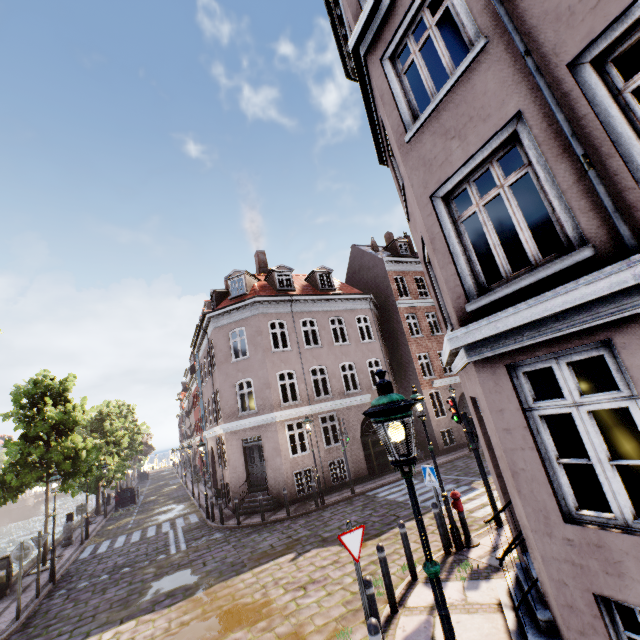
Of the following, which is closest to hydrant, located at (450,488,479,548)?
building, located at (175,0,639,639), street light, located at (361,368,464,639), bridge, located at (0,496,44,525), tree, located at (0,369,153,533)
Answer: street light, located at (361,368,464,639)

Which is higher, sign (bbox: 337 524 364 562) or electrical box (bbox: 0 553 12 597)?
sign (bbox: 337 524 364 562)

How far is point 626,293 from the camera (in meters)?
2.89

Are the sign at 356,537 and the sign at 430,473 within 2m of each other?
no

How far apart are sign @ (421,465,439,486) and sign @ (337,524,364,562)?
3.6m

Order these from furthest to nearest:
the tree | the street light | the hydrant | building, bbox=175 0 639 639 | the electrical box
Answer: the tree, the electrical box, the hydrant, building, bbox=175 0 639 639, the street light

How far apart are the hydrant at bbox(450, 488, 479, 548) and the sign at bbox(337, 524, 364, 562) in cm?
404

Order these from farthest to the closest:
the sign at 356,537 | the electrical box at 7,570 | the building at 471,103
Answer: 1. the electrical box at 7,570
2. the sign at 356,537
3. the building at 471,103
